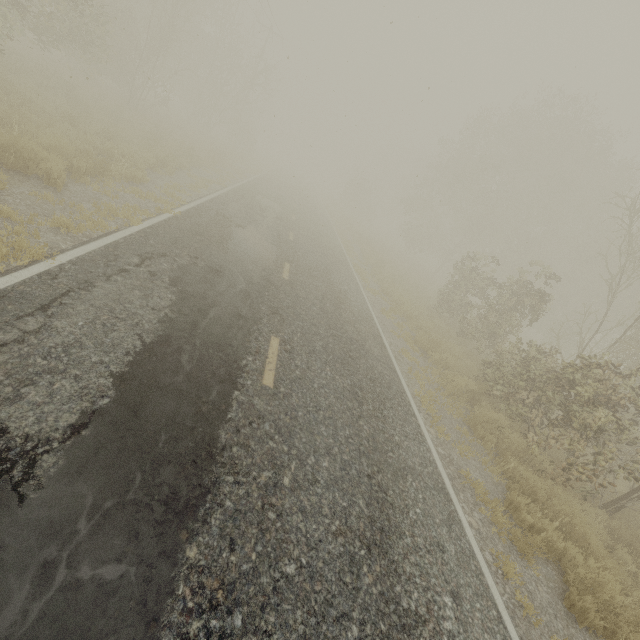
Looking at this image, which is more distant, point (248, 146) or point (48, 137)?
point (248, 146)
